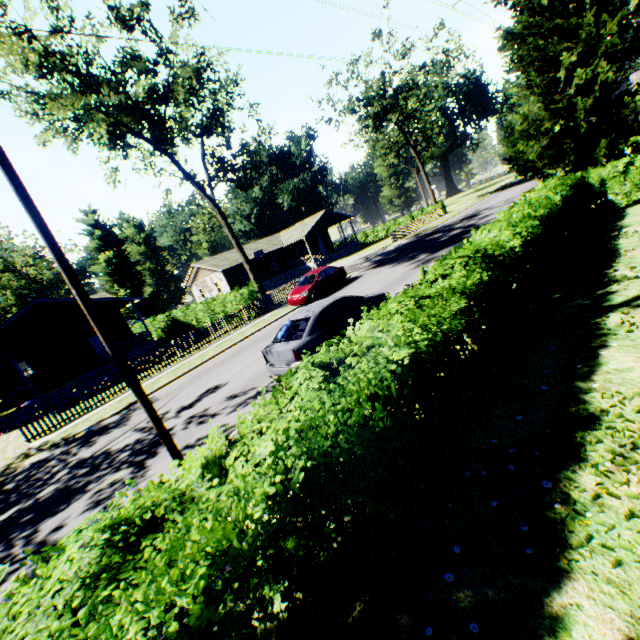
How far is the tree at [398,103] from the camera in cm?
3741

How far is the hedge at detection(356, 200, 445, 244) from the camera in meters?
43.4

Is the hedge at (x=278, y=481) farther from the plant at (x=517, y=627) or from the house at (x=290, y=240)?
the house at (x=290, y=240)

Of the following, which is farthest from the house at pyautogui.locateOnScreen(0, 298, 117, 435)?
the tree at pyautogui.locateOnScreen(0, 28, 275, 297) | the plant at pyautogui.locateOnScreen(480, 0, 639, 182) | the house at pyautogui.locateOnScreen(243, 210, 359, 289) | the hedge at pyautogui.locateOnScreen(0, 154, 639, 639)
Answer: the plant at pyautogui.locateOnScreen(480, 0, 639, 182)

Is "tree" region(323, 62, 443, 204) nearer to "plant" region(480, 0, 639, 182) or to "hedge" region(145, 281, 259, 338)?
"plant" region(480, 0, 639, 182)

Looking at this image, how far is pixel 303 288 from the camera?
19.97m

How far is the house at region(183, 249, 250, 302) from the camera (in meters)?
38.81

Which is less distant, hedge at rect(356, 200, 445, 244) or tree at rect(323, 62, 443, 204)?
tree at rect(323, 62, 443, 204)
